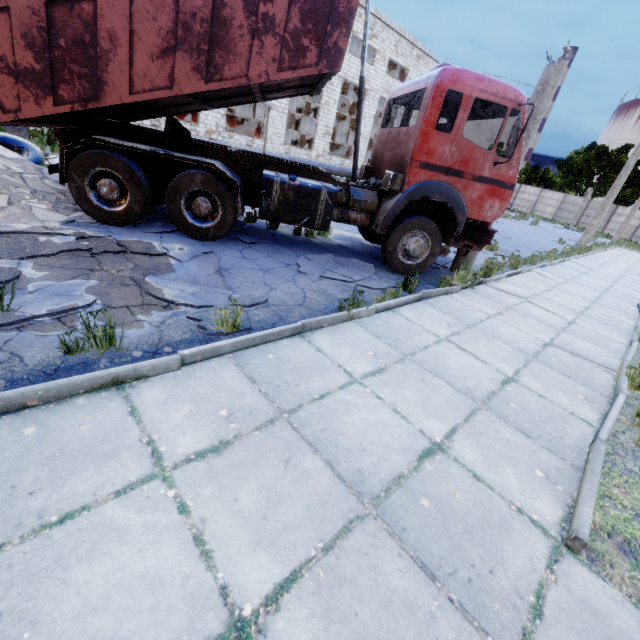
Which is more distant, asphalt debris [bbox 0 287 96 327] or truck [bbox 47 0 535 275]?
truck [bbox 47 0 535 275]

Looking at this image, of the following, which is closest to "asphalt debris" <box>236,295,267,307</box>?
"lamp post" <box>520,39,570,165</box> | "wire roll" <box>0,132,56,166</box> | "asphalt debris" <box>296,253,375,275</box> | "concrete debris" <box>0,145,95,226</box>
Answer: "concrete debris" <box>0,145,95,226</box>

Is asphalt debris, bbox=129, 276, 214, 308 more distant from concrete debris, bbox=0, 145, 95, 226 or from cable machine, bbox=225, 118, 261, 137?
cable machine, bbox=225, 118, 261, 137

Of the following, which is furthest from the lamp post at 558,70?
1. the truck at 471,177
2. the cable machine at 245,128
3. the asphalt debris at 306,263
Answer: the cable machine at 245,128

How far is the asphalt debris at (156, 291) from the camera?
3.96m

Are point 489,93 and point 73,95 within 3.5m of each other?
no

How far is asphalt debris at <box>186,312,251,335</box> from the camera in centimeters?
356cm

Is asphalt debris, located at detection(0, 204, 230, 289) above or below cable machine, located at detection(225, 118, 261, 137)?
below
